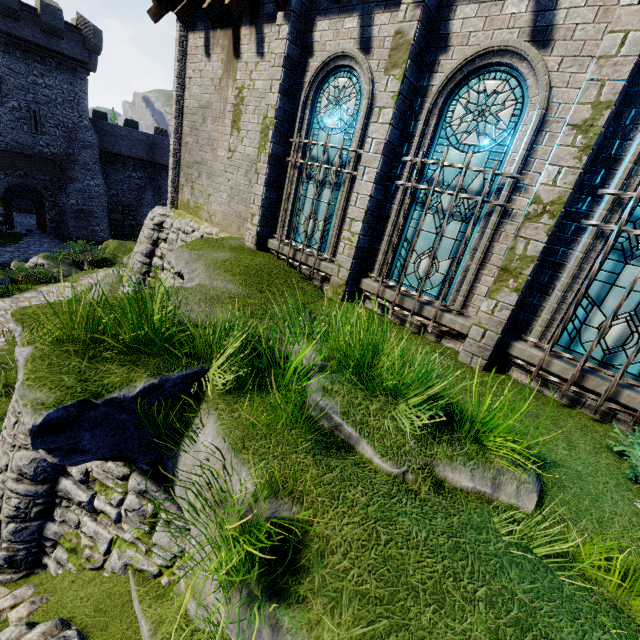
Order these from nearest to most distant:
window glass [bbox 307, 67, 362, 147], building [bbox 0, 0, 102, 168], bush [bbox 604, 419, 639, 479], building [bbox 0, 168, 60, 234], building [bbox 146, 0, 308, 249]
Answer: bush [bbox 604, 419, 639, 479] → window glass [bbox 307, 67, 362, 147] → building [bbox 146, 0, 308, 249] → building [bbox 0, 0, 102, 168] → building [bbox 0, 168, 60, 234]

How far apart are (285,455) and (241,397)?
0.8 meters

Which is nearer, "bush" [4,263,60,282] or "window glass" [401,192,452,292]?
"window glass" [401,192,452,292]

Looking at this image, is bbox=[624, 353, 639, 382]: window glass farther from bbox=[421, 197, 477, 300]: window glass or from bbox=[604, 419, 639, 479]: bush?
bbox=[421, 197, 477, 300]: window glass

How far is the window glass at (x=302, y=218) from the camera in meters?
7.5

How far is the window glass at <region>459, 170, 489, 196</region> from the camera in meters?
5.3 m

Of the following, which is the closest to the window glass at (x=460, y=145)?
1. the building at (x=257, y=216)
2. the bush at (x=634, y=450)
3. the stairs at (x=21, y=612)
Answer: the building at (x=257, y=216)

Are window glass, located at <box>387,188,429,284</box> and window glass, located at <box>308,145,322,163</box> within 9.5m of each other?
yes
